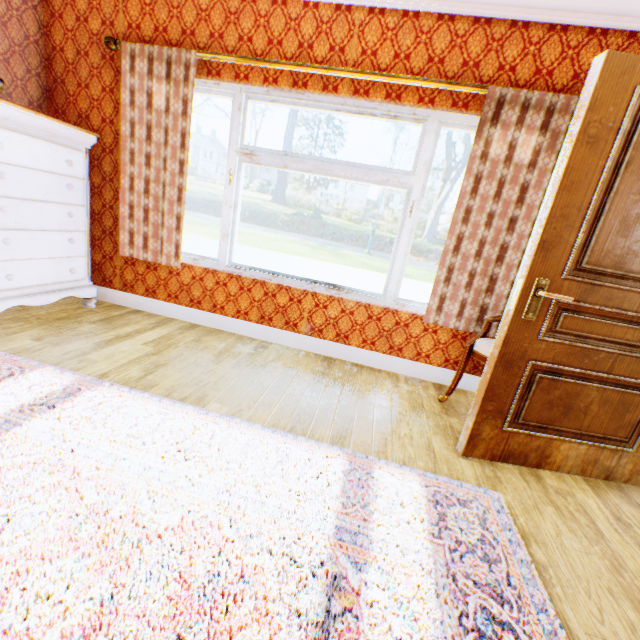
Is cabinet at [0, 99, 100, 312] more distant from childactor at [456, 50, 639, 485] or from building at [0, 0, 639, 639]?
childactor at [456, 50, 639, 485]

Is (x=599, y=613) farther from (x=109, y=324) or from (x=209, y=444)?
(x=109, y=324)

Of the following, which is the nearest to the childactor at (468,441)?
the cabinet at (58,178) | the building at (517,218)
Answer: the building at (517,218)

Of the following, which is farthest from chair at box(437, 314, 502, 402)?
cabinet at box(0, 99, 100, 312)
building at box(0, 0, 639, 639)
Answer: cabinet at box(0, 99, 100, 312)

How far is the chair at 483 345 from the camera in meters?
2.5

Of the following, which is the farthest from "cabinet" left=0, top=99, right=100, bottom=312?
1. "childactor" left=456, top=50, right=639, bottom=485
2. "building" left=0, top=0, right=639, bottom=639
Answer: "childactor" left=456, top=50, right=639, bottom=485
